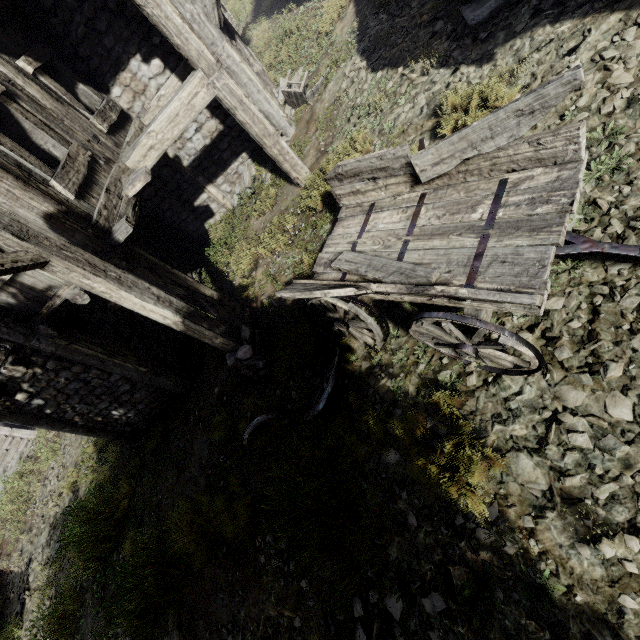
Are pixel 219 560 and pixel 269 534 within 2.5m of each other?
yes

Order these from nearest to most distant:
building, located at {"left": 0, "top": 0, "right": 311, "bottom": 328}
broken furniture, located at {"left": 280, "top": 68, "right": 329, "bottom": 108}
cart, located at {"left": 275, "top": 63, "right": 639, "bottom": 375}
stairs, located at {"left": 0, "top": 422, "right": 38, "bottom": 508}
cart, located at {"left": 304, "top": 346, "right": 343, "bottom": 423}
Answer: cart, located at {"left": 275, "top": 63, "right": 639, "bottom": 375} < cart, located at {"left": 304, "top": 346, "right": 343, "bottom": 423} < building, located at {"left": 0, "top": 0, "right": 311, "bottom": 328} < broken furniture, located at {"left": 280, "top": 68, "right": 329, "bottom": 108} < stairs, located at {"left": 0, "top": 422, "right": 38, "bottom": 508}

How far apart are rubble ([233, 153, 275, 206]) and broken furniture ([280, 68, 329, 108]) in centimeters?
124cm

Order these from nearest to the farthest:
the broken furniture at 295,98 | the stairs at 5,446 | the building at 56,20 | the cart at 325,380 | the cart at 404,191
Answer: the cart at 404,191
the cart at 325,380
the building at 56,20
the broken furniture at 295,98
the stairs at 5,446

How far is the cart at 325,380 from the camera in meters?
4.2

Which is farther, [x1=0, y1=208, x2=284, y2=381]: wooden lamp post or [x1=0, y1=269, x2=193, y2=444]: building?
[x1=0, y1=269, x2=193, y2=444]: building

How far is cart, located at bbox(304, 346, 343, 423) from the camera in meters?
4.2 m

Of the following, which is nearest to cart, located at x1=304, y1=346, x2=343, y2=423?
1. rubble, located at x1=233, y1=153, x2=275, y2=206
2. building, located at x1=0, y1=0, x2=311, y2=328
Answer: building, located at x1=0, y1=0, x2=311, y2=328
